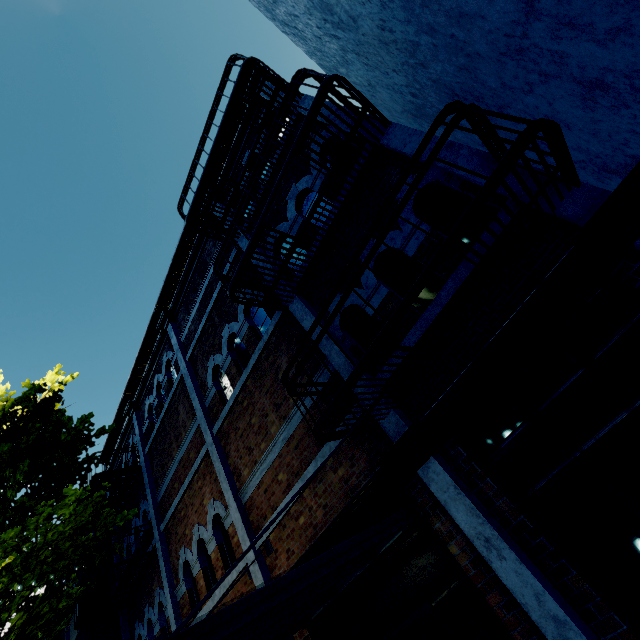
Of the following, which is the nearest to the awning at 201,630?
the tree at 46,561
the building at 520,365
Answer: the building at 520,365

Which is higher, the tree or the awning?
the tree

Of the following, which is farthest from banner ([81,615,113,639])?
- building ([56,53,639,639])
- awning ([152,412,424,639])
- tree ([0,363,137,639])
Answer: awning ([152,412,424,639])

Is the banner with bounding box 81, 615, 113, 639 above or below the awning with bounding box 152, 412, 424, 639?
above

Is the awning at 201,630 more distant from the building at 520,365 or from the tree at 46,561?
the tree at 46,561

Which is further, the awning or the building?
the building

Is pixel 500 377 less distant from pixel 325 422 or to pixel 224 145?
pixel 325 422

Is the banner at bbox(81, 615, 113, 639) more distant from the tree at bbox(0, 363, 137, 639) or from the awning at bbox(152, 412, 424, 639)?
the awning at bbox(152, 412, 424, 639)
